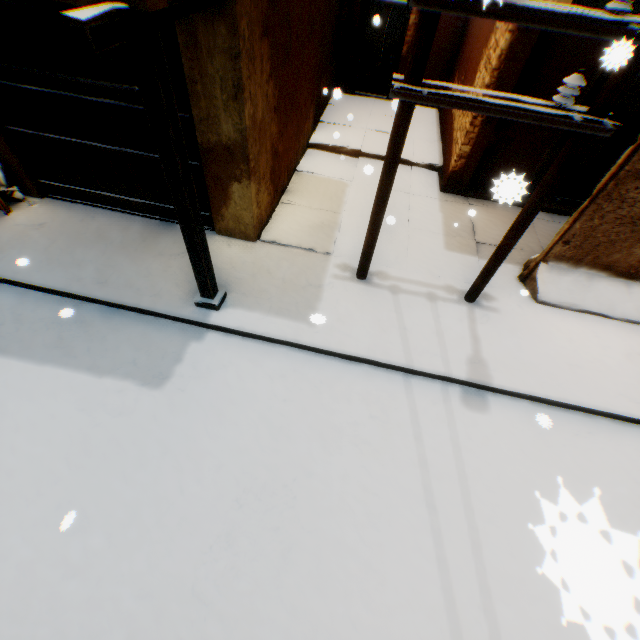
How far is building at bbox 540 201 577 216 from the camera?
7.2 meters

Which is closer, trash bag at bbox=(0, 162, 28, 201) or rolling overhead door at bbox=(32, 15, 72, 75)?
rolling overhead door at bbox=(32, 15, 72, 75)

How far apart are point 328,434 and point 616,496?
3.4 meters

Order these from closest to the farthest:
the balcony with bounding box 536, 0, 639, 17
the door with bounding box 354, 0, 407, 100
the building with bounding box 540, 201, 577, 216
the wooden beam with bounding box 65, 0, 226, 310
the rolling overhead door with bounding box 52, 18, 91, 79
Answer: the wooden beam with bounding box 65, 0, 226, 310, the balcony with bounding box 536, 0, 639, 17, the rolling overhead door with bounding box 52, 18, 91, 79, the building with bounding box 540, 201, 577, 216, the door with bounding box 354, 0, 407, 100

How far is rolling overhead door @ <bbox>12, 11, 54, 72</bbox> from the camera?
4.0 meters

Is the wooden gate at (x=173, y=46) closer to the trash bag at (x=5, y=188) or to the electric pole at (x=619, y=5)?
the trash bag at (x=5, y=188)

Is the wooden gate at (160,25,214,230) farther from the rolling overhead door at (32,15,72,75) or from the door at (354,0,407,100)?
the door at (354,0,407,100)

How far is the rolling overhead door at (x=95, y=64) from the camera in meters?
4.3
